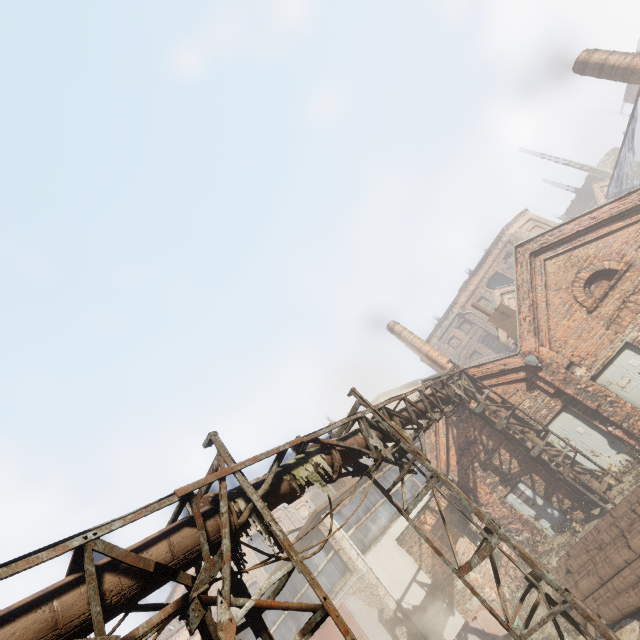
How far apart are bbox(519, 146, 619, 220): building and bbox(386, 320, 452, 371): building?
31.9m

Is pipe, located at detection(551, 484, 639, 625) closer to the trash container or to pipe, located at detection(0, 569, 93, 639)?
the trash container

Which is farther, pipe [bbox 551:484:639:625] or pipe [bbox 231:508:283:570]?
pipe [bbox 551:484:639:625]

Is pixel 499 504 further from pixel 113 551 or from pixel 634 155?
pixel 634 155

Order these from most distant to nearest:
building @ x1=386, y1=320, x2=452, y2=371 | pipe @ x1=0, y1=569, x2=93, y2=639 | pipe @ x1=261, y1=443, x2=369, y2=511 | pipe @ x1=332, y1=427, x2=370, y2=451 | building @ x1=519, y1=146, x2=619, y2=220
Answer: building @ x1=519, y1=146, x2=619, y2=220 → building @ x1=386, y1=320, x2=452, y2=371 → pipe @ x1=332, y1=427, x2=370, y2=451 → pipe @ x1=261, y1=443, x2=369, y2=511 → pipe @ x1=0, y1=569, x2=93, y2=639

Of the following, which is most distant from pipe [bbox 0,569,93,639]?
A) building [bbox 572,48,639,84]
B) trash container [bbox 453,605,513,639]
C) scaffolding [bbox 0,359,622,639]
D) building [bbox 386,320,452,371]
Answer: building [bbox 386,320,452,371]

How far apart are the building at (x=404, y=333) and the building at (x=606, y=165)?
31.91m

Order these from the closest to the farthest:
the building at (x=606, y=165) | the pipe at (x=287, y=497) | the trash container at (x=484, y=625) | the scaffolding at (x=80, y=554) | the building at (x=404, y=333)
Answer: the scaffolding at (x=80, y=554), the pipe at (x=287, y=497), the trash container at (x=484, y=625), the building at (x=404, y=333), the building at (x=606, y=165)
